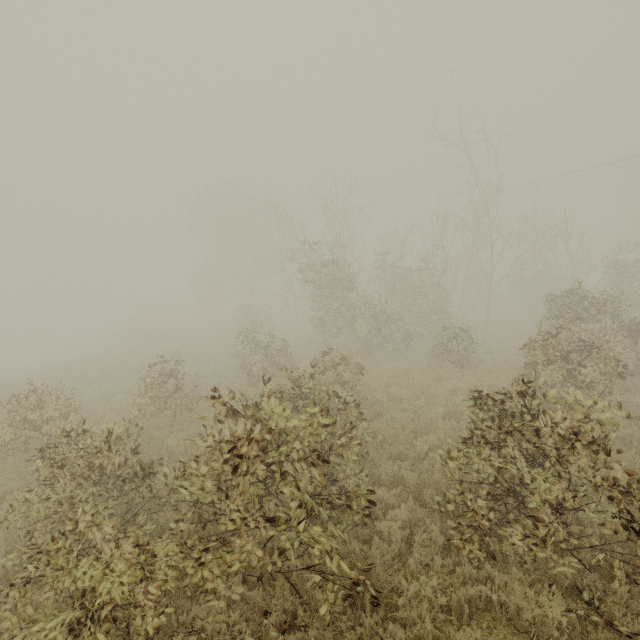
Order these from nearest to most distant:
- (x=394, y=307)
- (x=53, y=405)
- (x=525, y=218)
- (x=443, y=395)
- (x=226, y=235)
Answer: (x=53, y=405)
(x=443, y=395)
(x=394, y=307)
(x=525, y=218)
(x=226, y=235)
